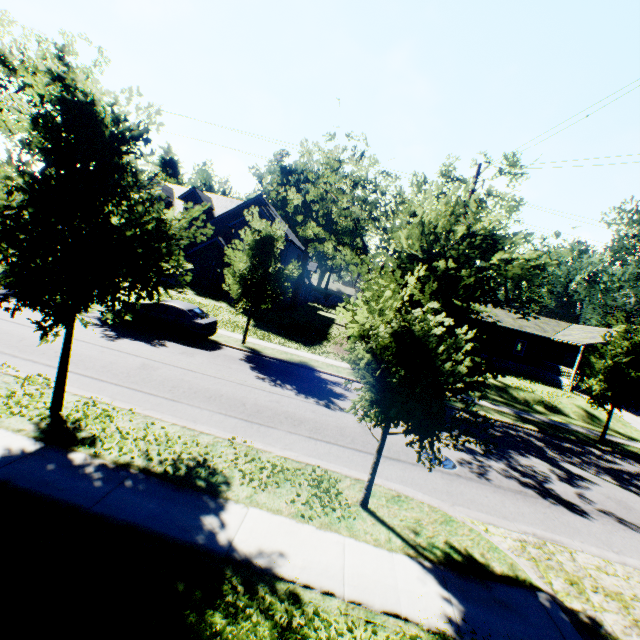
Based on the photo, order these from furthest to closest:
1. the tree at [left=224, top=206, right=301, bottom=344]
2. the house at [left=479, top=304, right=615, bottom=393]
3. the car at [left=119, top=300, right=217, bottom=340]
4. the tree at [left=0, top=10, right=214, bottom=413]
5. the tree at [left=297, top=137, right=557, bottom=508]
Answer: the house at [left=479, top=304, right=615, bottom=393]
the tree at [left=224, top=206, right=301, bottom=344]
the car at [left=119, top=300, right=217, bottom=340]
the tree at [left=0, top=10, right=214, bottom=413]
the tree at [left=297, top=137, right=557, bottom=508]

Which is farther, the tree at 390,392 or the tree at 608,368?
the tree at 608,368

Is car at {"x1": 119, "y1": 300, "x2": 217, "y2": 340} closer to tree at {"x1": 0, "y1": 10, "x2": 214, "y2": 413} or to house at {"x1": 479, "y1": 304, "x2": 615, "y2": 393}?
tree at {"x1": 0, "y1": 10, "x2": 214, "y2": 413}

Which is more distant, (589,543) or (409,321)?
(589,543)

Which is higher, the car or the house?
the house

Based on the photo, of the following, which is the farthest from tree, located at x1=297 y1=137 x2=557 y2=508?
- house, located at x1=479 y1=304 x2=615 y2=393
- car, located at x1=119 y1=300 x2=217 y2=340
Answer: house, located at x1=479 y1=304 x2=615 y2=393
